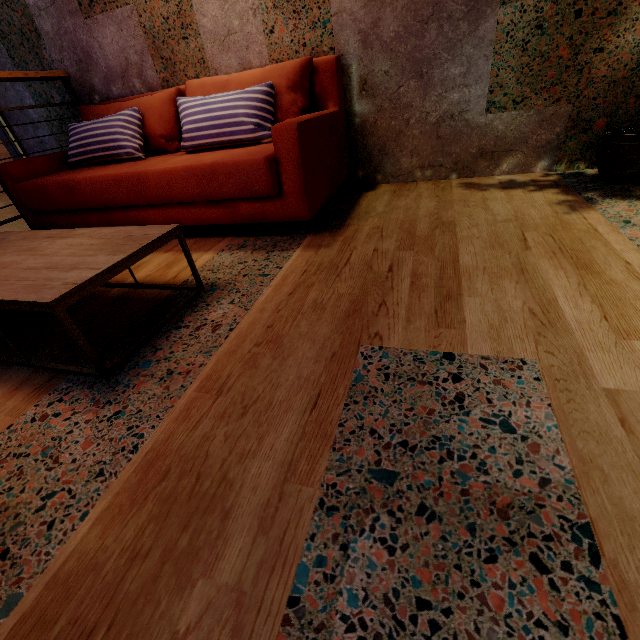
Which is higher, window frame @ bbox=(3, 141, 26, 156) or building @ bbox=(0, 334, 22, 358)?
window frame @ bbox=(3, 141, 26, 156)

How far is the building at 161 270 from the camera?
1.7m

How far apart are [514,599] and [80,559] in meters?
0.8 m

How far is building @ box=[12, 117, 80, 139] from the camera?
3.12m

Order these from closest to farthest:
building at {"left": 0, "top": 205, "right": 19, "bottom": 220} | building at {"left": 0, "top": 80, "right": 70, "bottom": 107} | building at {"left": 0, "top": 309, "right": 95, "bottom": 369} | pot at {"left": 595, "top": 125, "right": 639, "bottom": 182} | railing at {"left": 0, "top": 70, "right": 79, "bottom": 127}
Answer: building at {"left": 0, "top": 309, "right": 95, "bottom": 369} < pot at {"left": 595, "top": 125, "right": 639, "bottom": 182} < railing at {"left": 0, "top": 70, "right": 79, "bottom": 127} < building at {"left": 0, "top": 80, "right": 70, "bottom": 107} < building at {"left": 0, "top": 205, "right": 19, "bottom": 220}

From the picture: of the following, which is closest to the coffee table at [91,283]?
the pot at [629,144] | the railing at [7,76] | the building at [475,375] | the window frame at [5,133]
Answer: the building at [475,375]

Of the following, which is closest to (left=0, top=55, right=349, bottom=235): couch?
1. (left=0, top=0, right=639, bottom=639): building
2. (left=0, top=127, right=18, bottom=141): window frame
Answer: (left=0, top=0, right=639, bottom=639): building
